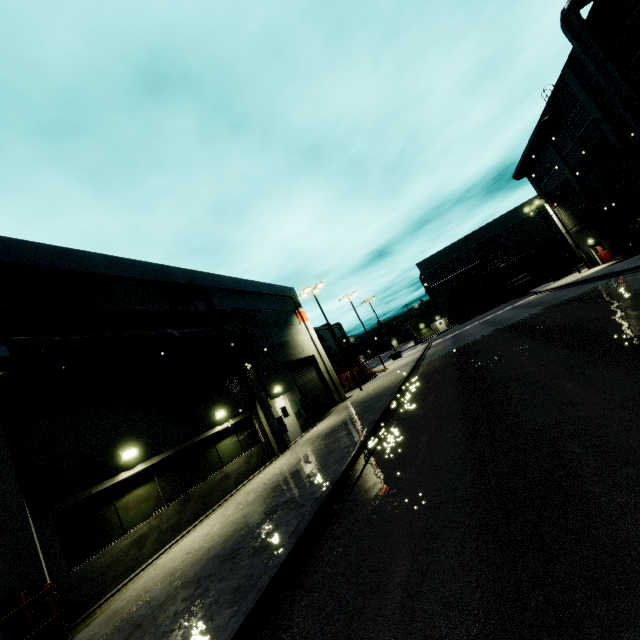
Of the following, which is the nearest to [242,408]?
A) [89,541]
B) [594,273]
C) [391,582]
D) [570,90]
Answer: [89,541]

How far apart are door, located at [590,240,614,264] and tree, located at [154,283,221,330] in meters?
36.7 m

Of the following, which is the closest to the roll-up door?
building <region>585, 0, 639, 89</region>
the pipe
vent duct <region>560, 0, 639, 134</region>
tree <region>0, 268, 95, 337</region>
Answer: building <region>585, 0, 639, 89</region>

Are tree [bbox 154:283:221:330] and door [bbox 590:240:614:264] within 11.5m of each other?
no

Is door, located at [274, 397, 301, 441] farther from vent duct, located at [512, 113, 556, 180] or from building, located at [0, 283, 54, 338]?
vent duct, located at [512, 113, 556, 180]

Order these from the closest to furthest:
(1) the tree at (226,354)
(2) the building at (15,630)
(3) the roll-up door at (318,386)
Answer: (2) the building at (15,630) < (1) the tree at (226,354) < (3) the roll-up door at (318,386)

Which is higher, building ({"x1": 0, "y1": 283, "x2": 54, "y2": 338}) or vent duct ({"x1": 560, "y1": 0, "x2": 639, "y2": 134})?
vent duct ({"x1": 560, "y1": 0, "x2": 639, "y2": 134})

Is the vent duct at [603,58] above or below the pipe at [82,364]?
above
